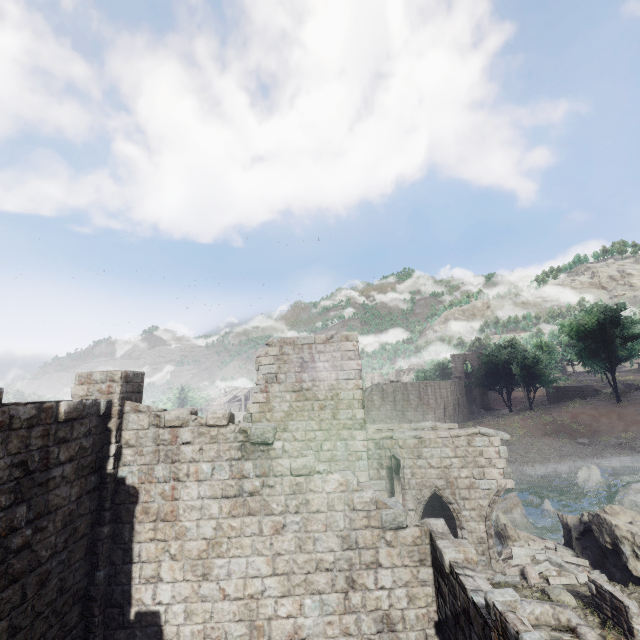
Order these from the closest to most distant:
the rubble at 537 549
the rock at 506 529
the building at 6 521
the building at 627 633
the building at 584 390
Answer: the building at 6 521 < the building at 627 633 < the rubble at 537 549 < the rock at 506 529 < the building at 584 390

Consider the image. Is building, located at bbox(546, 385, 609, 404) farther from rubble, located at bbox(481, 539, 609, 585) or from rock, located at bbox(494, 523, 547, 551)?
rock, located at bbox(494, 523, 547, 551)

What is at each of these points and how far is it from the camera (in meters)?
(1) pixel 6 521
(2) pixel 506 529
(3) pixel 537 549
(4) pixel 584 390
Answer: (1) building, 5.99
(2) rock, 16.00
(3) rubble, 13.22
(4) building, 48.41

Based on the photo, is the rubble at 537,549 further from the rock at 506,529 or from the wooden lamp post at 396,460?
the wooden lamp post at 396,460

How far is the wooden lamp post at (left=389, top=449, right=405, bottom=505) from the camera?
11.9m

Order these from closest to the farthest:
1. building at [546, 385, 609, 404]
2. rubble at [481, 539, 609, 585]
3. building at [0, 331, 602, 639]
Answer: building at [0, 331, 602, 639]
rubble at [481, 539, 609, 585]
building at [546, 385, 609, 404]

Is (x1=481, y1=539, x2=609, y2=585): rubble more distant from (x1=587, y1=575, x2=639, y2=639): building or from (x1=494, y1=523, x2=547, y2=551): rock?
(x1=587, y1=575, x2=639, y2=639): building

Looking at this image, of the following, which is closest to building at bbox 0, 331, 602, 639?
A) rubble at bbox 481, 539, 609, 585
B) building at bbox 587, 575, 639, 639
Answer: rubble at bbox 481, 539, 609, 585
